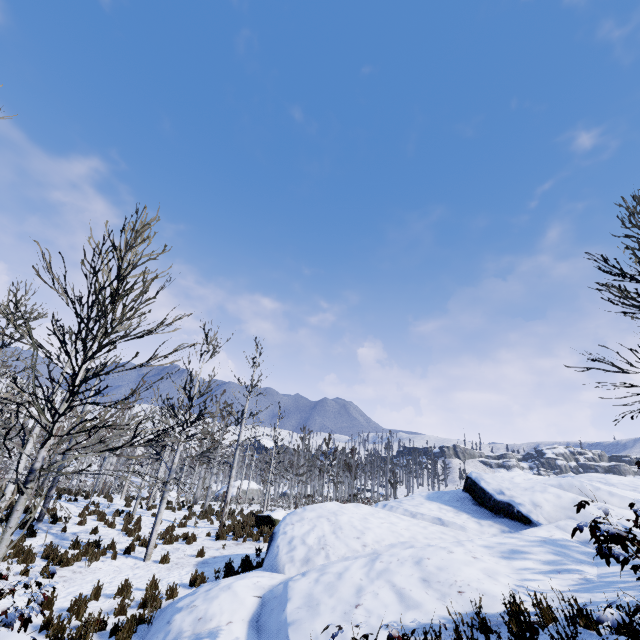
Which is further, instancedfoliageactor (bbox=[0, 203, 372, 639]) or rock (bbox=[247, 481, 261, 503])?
rock (bbox=[247, 481, 261, 503])

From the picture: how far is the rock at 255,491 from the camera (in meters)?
52.94

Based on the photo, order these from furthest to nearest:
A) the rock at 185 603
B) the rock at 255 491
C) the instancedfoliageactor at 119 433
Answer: the rock at 255 491
the rock at 185 603
the instancedfoliageactor at 119 433

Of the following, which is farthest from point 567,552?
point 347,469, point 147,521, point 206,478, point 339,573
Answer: point 206,478

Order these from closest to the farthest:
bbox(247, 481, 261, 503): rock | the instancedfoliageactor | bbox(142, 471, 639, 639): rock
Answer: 1. the instancedfoliageactor
2. bbox(142, 471, 639, 639): rock
3. bbox(247, 481, 261, 503): rock

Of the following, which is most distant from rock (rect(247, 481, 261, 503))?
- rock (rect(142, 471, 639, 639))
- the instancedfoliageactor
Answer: rock (rect(142, 471, 639, 639))

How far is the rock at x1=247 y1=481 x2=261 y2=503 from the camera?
52.9 meters
